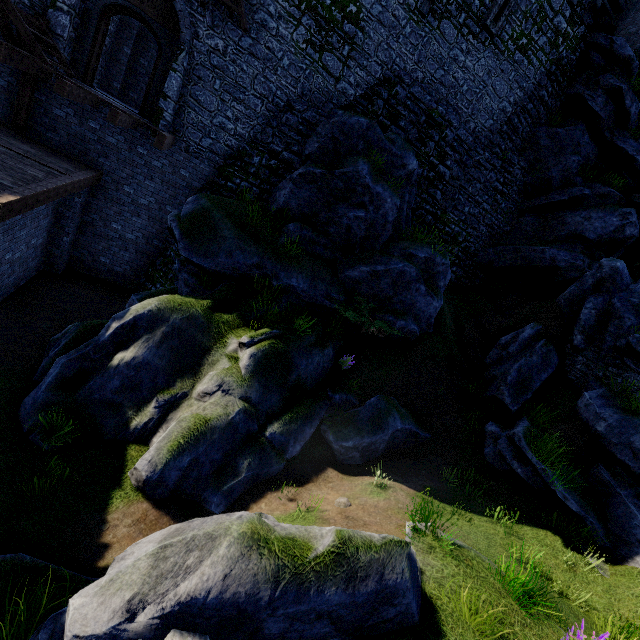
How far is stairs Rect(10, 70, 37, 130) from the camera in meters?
9.6

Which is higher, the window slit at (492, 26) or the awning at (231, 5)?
the window slit at (492, 26)

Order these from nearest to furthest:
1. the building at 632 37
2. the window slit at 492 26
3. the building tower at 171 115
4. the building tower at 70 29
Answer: the building tower at 70 29, the building tower at 171 115, the window slit at 492 26, the building at 632 37

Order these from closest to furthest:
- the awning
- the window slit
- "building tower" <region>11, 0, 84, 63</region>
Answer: "building tower" <region>11, 0, 84, 63</region> → the awning → the window slit

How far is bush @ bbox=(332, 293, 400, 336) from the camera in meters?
10.2 m

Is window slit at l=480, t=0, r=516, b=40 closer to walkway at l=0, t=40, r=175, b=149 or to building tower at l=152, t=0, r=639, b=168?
Answer: building tower at l=152, t=0, r=639, b=168

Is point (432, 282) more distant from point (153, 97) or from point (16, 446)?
point (16, 446)

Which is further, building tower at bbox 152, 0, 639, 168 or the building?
the building
